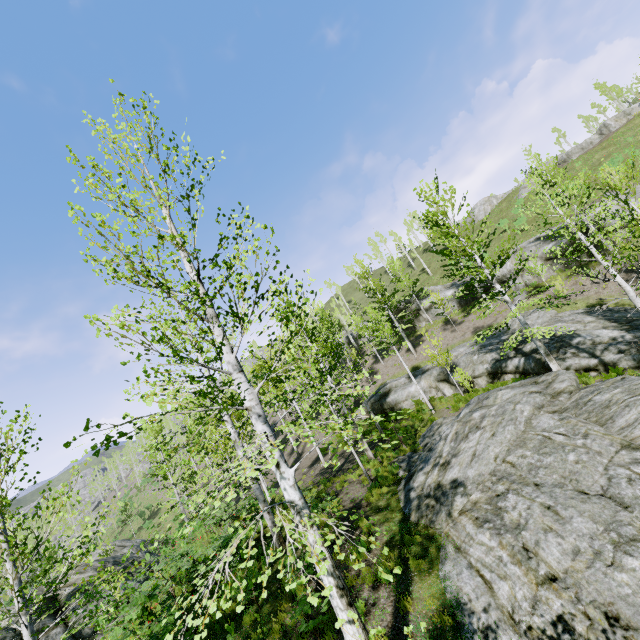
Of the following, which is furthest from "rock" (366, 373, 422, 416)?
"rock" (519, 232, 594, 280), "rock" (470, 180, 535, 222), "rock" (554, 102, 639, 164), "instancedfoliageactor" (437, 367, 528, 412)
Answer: "rock" (470, 180, 535, 222)

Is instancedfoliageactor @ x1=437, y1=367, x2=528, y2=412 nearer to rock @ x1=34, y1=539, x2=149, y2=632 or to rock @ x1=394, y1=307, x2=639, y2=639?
rock @ x1=394, y1=307, x2=639, y2=639

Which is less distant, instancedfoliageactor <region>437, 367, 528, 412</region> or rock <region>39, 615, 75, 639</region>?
rock <region>39, 615, 75, 639</region>

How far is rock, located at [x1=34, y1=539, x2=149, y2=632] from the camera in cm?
1212

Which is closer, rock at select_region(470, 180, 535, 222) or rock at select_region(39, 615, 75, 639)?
rock at select_region(39, 615, 75, 639)

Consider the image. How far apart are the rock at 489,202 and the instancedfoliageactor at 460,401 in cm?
4128

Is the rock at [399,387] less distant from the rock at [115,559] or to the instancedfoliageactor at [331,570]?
the instancedfoliageactor at [331,570]

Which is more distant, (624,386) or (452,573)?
(624,386)
